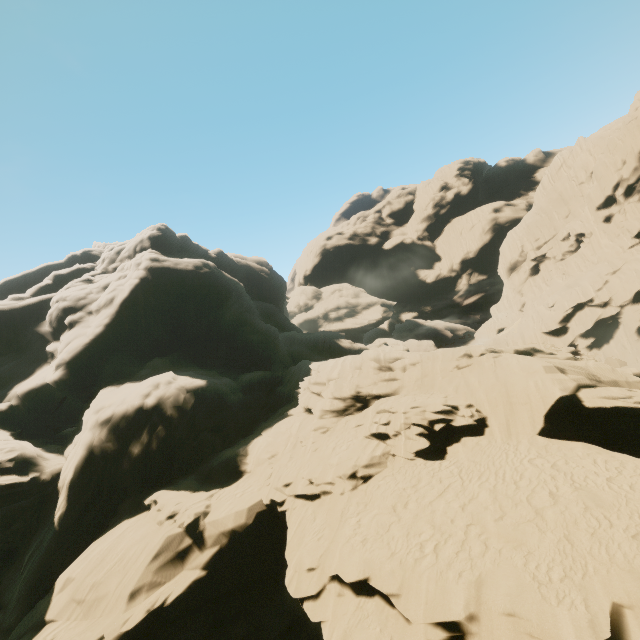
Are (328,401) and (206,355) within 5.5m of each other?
no
